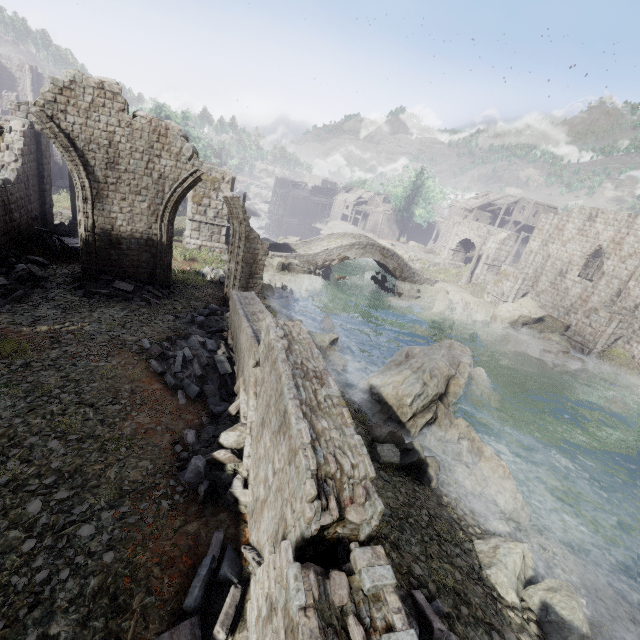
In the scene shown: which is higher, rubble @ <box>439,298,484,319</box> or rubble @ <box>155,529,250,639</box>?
rubble @ <box>155,529,250,639</box>

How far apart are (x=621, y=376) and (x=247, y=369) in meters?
27.1

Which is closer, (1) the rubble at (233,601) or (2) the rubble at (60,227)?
(1) the rubble at (233,601)

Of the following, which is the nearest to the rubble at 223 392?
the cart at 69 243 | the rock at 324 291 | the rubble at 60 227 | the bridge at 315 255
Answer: the cart at 69 243

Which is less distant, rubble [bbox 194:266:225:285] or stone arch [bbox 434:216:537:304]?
rubble [bbox 194:266:225:285]

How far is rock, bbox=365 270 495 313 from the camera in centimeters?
3178cm

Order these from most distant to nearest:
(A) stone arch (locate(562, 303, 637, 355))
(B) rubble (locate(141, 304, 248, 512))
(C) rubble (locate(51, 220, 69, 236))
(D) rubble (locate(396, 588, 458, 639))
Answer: (A) stone arch (locate(562, 303, 637, 355)), (C) rubble (locate(51, 220, 69, 236)), (B) rubble (locate(141, 304, 248, 512)), (D) rubble (locate(396, 588, 458, 639))

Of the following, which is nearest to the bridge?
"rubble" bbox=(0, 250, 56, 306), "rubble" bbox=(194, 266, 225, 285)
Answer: "rubble" bbox=(194, 266, 225, 285)
